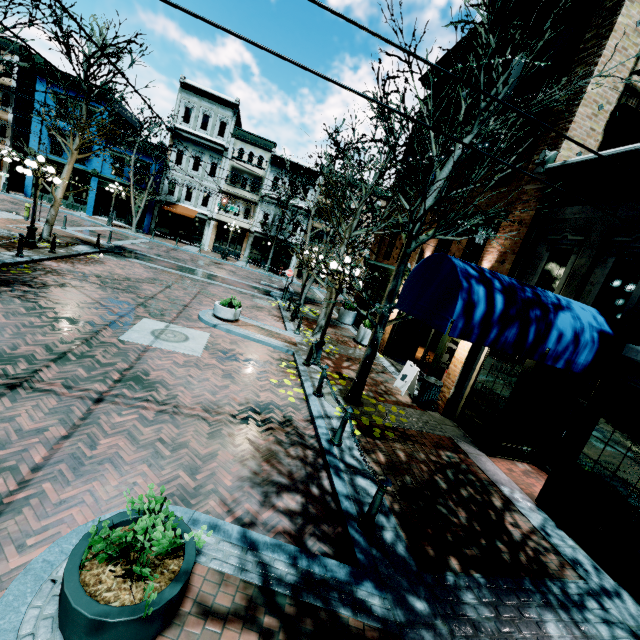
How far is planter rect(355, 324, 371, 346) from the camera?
14.94m

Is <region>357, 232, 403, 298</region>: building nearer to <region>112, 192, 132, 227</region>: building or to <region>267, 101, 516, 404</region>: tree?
<region>267, 101, 516, 404</region>: tree

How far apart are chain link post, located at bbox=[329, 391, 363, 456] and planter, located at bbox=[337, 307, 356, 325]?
12.07m

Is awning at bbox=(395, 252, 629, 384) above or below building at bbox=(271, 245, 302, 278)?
above

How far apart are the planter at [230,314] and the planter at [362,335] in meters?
5.6

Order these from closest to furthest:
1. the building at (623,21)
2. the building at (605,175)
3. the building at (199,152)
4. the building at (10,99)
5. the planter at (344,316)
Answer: the building at (605,175), the building at (623,21), the planter at (344,316), the building at (10,99), the building at (199,152)

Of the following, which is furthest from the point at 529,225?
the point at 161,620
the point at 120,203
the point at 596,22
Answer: the point at 120,203

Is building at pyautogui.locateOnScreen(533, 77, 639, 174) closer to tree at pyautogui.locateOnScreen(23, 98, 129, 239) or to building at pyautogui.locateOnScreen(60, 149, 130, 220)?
tree at pyautogui.locateOnScreen(23, 98, 129, 239)
